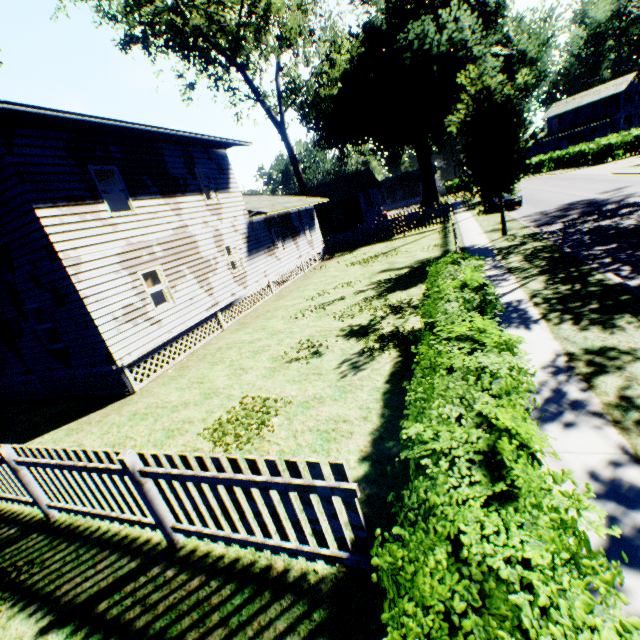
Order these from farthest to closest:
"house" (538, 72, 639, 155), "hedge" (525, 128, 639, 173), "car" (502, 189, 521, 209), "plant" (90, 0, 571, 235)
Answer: "house" (538, 72, 639, 155), "hedge" (525, 128, 639, 173), "car" (502, 189, 521, 209), "plant" (90, 0, 571, 235)

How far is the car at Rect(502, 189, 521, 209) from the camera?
23.2 meters

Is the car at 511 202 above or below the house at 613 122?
below

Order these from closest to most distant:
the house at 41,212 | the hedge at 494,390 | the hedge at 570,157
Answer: the hedge at 494,390 < the house at 41,212 < the hedge at 570,157

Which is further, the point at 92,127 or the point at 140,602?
the point at 92,127

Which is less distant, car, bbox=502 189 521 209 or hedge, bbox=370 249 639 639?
hedge, bbox=370 249 639 639

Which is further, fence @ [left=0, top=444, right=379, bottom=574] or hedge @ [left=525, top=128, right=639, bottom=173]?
hedge @ [left=525, top=128, right=639, bottom=173]

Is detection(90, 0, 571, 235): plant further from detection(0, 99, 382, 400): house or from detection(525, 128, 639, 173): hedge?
detection(525, 128, 639, 173): hedge
